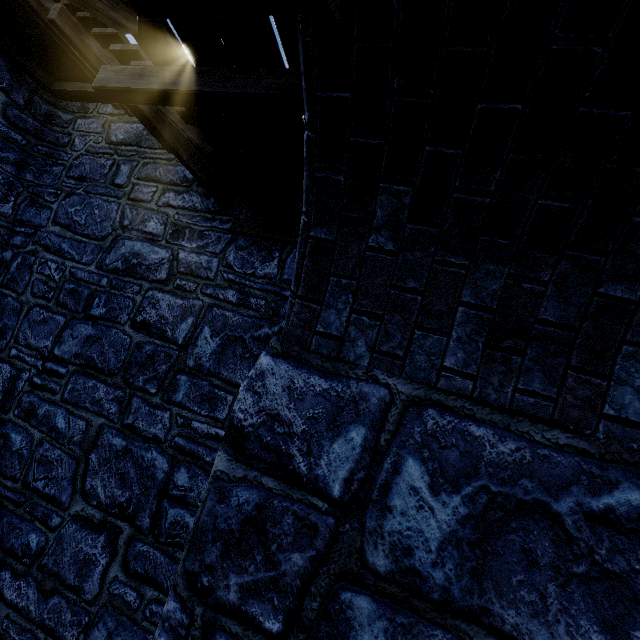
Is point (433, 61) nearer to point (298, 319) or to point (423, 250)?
point (423, 250)
